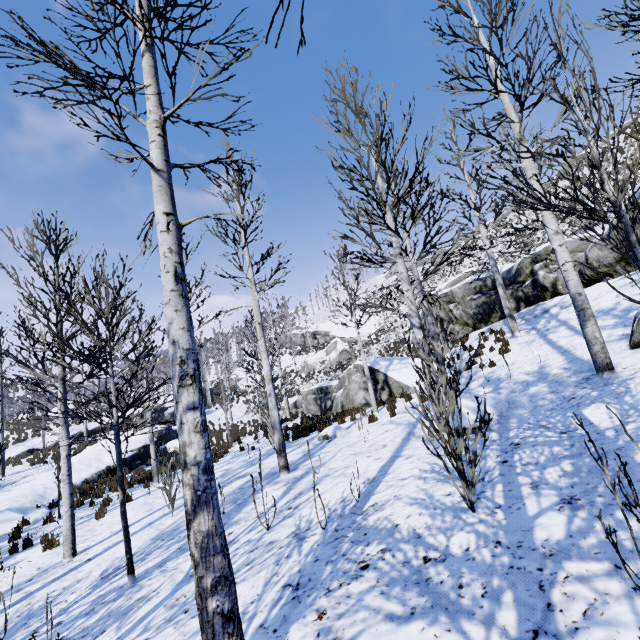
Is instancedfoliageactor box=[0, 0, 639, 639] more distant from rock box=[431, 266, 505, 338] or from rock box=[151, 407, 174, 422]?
rock box=[151, 407, 174, 422]

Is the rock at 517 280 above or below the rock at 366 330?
below

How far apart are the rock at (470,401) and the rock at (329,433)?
3.5 meters

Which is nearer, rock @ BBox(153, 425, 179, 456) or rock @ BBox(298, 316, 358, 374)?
rock @ BBox(153, 425, 179, 456)

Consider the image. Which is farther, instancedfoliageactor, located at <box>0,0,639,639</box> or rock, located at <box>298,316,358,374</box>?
rock, located at <box>298,316,358,374</box>

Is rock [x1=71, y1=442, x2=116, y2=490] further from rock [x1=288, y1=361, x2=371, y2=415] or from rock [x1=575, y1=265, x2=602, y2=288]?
rock [x1=575, y1=265, x2=602, y2=288]

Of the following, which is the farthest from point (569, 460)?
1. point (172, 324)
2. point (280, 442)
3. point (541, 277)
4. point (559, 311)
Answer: point (541, 277)

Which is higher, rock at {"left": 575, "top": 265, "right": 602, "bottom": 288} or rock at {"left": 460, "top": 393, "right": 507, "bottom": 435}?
rock at {"left": 575, "top": 265, "right": 602, "bottom": 288}
